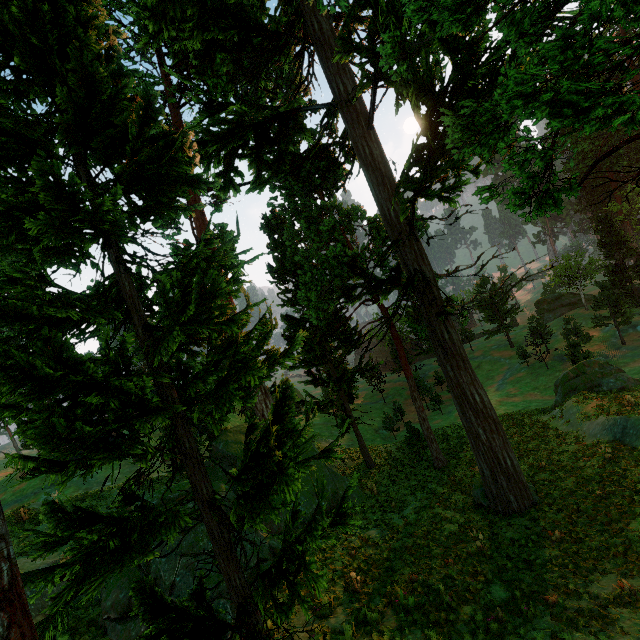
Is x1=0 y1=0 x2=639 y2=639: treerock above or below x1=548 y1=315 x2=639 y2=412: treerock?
above

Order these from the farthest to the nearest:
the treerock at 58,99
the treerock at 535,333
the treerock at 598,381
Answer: the treerock at 535,333
the treerock at 598,381
the treerock at 58,99

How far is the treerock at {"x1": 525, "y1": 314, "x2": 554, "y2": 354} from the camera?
42.62m

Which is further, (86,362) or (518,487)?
(518,487)

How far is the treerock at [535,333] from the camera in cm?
4262

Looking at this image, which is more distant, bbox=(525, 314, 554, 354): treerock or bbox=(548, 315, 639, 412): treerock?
bbox=(525, 314, 554, 354): treerock

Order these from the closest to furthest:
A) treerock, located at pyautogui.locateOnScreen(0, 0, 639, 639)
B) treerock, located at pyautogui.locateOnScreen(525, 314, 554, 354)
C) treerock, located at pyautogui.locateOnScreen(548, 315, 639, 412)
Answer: treerock, located at pyautogui.locateOnScreen(0, 0, 639, 639) < treerock, located at pyautogui.locateOnScreen(548, 315, 639, 412) < treerock, located at pyautogui.locateOnScreen(525, 314, 554, 354)
